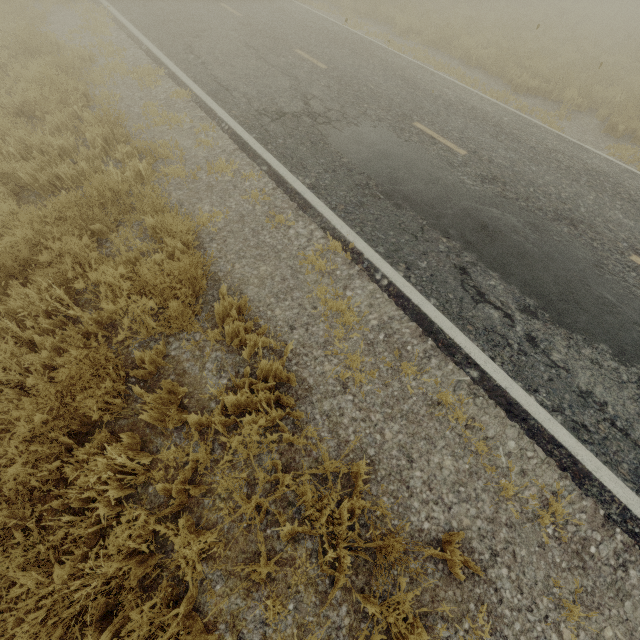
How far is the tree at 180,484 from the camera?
2.69m

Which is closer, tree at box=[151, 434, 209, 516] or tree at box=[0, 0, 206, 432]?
tree at box=[151, 434, 209, 516]

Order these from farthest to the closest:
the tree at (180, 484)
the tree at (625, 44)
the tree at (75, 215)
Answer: the tree at (625, 44) → the tree at (75, 215) → the tree at (180, 484)

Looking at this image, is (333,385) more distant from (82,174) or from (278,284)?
(82,174)

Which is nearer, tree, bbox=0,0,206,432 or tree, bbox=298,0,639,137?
tree, bbox=0,0,206,432

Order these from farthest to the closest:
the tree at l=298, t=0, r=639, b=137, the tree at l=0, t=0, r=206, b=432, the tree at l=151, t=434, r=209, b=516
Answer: the tree at l=298, t=0, r=639, b=137, the tree at l=0, t=0, r=206, b=432, the tree at l=151, t=434, r=209, b=516

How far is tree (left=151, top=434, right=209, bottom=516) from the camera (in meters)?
2.69
